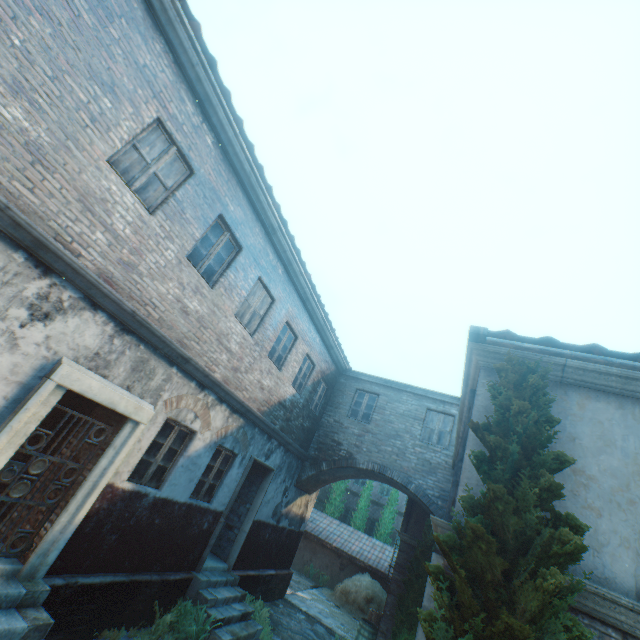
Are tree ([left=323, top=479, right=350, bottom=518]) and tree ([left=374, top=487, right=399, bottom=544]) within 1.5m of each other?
no

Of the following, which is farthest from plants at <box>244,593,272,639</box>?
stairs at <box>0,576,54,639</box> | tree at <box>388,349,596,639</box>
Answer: tree at <box>388,349,596,639</box>

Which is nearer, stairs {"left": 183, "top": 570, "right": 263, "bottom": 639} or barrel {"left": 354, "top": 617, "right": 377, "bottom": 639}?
stairs {"left": 183, "top": 570, "right": 263, "bottom": 639}

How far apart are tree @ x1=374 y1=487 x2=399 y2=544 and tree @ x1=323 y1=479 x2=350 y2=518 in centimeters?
244cm

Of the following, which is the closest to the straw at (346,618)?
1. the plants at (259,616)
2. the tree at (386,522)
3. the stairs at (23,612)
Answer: the plants at (259,616)

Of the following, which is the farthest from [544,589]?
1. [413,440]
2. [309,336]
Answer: [413,440]

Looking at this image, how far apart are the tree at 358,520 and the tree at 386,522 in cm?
71

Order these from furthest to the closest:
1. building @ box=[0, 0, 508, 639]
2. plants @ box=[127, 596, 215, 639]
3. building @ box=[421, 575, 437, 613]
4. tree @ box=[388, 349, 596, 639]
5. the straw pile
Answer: the straw pile → building @ box=[421, 575, 437, 613] → plants @ box=[127, 596, 215, 639] → building @ box=[0, 0, 508, 639] → tree @ box=[388, 349, 596, 639]
